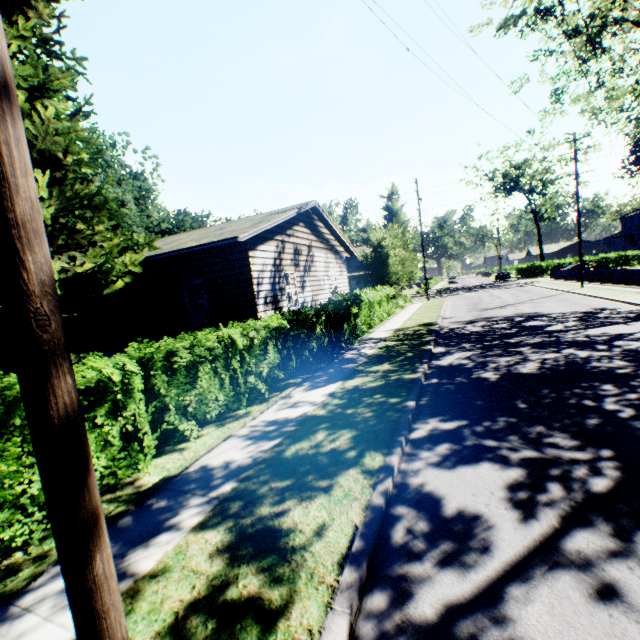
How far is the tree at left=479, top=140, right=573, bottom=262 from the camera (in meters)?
47.00

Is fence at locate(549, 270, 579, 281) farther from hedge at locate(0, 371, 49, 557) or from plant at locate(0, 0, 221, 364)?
plant at locate(0, 0, 221, 364)

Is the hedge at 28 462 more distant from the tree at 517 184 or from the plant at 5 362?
the tree at 517 184

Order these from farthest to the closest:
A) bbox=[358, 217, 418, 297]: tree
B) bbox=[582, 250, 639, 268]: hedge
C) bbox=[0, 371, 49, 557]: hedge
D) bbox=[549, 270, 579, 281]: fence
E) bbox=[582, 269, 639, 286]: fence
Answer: bbox=[582, 250, 639, 268]: hedge < bbox=[549, 270, 579, 281]: fence < bbox=[358, 217, 418, 297]: tree < bbox=[582, 269, 639, 286]: fence < bbox=[0, 371, 49, 557]: hedge

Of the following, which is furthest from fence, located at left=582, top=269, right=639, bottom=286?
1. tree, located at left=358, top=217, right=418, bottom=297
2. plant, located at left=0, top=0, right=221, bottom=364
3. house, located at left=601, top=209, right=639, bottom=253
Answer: house, located at left=601, top=209, right=639, bottom=253

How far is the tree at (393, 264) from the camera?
23.5m

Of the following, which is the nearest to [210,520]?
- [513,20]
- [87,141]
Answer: [87,141]

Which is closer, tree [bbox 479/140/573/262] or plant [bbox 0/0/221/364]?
plant [bbox 0/0/221/364]
